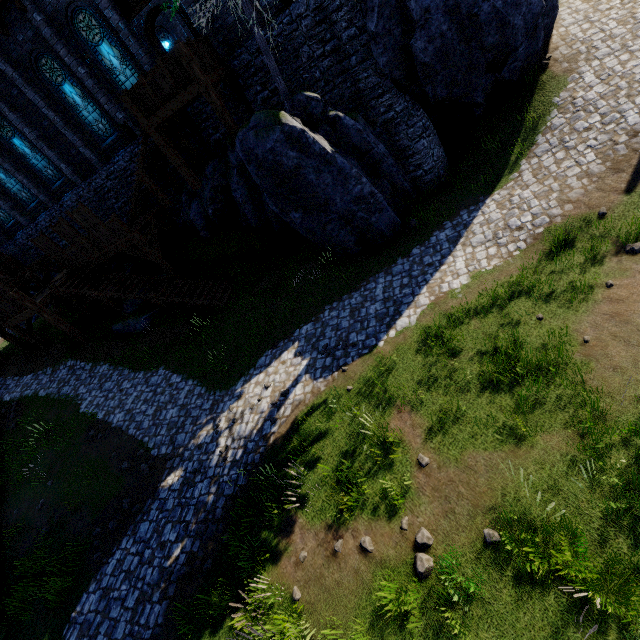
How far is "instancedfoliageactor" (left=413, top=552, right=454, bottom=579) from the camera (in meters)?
5.40

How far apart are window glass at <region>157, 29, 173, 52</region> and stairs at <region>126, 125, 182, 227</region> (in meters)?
13.32

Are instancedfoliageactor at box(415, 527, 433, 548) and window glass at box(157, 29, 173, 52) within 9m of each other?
no

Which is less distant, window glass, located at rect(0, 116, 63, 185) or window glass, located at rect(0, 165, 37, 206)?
window glass, located at rect(0, 116, 63, 185)

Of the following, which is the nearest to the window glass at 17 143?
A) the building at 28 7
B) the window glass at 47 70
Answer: the building at 28 7

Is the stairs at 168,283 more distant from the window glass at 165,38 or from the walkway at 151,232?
the window glass at 165,38

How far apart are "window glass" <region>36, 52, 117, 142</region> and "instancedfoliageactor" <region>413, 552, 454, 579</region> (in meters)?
21.01

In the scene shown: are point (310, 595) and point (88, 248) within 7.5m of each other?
no
